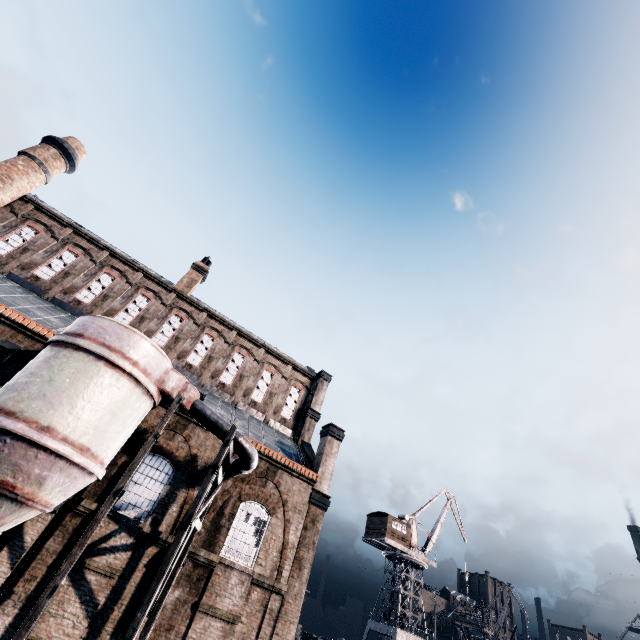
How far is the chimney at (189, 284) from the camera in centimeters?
2861cm

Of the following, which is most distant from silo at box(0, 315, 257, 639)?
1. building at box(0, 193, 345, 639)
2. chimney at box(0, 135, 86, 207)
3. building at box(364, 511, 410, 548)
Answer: building at box(364, 511, 410, 548)

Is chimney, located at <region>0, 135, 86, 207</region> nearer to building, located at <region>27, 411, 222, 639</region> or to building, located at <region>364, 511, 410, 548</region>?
building, located at <region>27, 411, 222, 639</region>

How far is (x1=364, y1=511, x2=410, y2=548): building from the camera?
45.28m

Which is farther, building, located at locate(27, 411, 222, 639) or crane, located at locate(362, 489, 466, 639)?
crane, located at locate(362, 489, 466, 639)

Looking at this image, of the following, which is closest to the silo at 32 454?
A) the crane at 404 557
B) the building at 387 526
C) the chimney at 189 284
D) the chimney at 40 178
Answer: the chimney at 189 284

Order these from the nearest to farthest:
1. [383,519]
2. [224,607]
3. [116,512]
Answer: [116,512]
[224,607]
[383,519]

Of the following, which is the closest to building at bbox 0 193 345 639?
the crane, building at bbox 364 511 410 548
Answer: building at bbox 364 511 410 548
